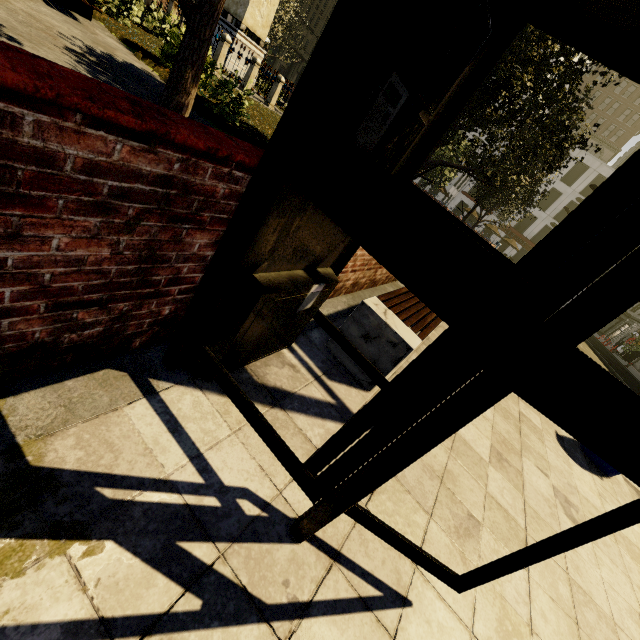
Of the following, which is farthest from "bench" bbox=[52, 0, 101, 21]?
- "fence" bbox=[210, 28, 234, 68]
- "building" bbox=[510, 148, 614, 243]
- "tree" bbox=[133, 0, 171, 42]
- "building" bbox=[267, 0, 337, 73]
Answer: "building" bbox=[510, 148, 614, 243]

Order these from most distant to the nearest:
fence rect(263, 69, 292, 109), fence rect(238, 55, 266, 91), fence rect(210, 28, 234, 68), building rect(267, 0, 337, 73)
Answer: building rect(267, 0, 337, 73) < fence rect(263, 69, 292, 109) < fence rect(238, 55, 266, 91) < fence rect(210, 28, 234, 68)

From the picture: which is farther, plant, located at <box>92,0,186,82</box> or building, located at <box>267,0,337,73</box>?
building, located at <box>267,0,337,73</box>

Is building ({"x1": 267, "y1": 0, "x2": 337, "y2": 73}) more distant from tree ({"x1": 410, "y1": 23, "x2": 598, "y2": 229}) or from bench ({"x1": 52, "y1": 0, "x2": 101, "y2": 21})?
bench ({"x1": 52, "y1": 0, "x2": 101, "y2": 21})

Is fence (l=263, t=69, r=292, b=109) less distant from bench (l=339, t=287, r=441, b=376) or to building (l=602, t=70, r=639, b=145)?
bench (l=339, t=287, r=441, b=376)

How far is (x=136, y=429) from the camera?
1.5 meters

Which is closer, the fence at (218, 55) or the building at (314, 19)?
the fence at (218, 55)

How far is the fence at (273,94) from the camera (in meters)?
14.80
